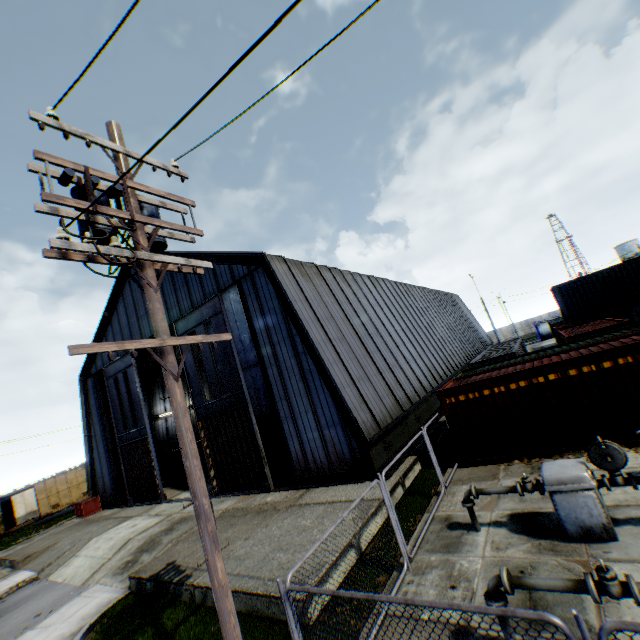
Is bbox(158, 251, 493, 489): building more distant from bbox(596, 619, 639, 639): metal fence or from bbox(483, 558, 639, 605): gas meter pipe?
bbox(483, 558, 639, 605): gas meter pipe

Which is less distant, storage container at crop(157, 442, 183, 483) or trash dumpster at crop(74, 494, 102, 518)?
trash dumpster at crop(74, 494, 102, 518)

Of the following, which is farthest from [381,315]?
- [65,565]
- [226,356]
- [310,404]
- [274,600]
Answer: [65,565]

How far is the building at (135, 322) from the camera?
22.17m

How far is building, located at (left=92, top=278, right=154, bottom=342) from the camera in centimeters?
2217cm

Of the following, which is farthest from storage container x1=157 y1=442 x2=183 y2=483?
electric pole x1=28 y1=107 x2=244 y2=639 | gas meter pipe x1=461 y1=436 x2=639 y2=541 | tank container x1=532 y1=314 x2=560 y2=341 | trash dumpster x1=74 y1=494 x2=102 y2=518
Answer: tank container x1=532 y1=314 x2=560 y2=341

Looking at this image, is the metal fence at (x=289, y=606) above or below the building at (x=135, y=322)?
below

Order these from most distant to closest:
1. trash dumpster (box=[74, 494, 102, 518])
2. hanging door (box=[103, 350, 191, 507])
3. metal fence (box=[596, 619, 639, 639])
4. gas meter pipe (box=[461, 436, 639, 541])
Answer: trash dumpster (box=[74, 494, 102, 518]), hanging door (box=[103, 350, 191, 507]), gas meter pipe (box=[461, 436, 639, 541]), metal fence (box=[596, 619, 639, 639])
